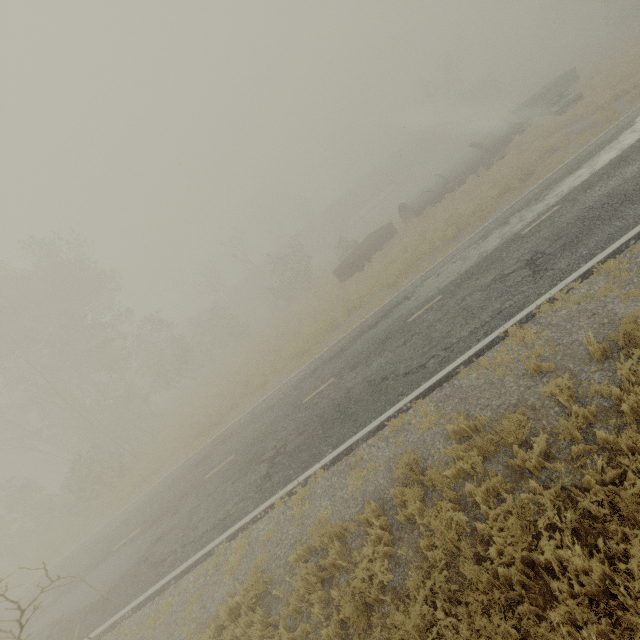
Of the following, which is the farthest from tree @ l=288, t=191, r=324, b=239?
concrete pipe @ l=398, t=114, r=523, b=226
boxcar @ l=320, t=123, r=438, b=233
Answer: concrete pipe @ l=398, t=114, r=523, b=226

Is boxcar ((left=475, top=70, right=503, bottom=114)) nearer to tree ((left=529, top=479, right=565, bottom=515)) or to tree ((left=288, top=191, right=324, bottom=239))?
tree ((left=288, top=191, right=324, bottom=239))

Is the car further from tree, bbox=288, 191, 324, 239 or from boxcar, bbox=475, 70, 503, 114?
tree, bbox=288, 191, 324, 239

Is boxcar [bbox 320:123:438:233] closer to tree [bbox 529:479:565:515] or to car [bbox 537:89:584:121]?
tree [bbox 529:479:565:515]

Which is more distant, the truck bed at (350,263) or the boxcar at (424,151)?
the boxcar at (424,151)

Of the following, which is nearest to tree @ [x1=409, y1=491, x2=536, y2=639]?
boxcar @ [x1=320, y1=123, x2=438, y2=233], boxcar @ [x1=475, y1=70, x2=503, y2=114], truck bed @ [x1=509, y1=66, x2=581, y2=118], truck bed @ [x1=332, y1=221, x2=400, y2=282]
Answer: truck bed @ [x1=332, y1=221, x2=400, y2=282]

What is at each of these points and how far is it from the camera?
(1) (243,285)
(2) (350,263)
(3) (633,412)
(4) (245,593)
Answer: (1) boxcar, 51.88m
(2) truck bed, 23.64m
(3) tree, 4.82m
(4) tree, 6.75m

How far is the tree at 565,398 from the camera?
5.4 meters
